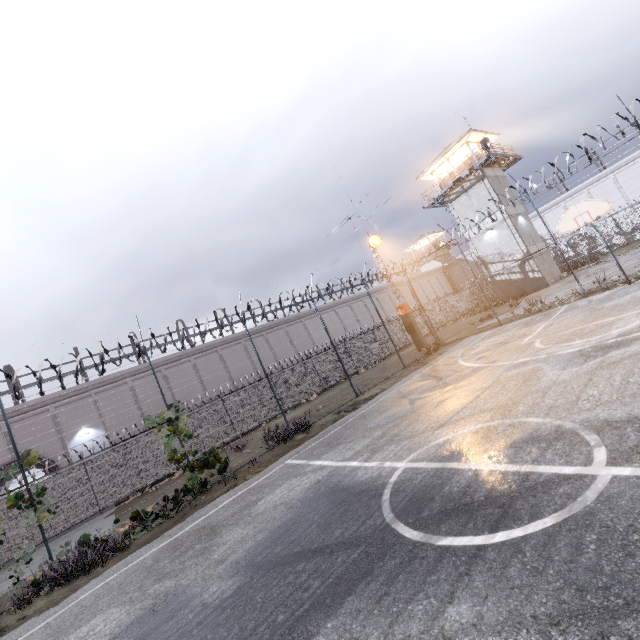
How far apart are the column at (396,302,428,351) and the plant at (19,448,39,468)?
20.7 meters

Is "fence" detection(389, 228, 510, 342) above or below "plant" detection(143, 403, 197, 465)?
below

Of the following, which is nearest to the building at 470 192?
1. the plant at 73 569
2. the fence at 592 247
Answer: the fence at 592 247

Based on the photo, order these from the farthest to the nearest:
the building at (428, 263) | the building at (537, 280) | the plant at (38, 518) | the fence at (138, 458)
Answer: the building at (428, 263) → the building at (537, 280) → the fence at (138, 458) → the plant at (38, 518)

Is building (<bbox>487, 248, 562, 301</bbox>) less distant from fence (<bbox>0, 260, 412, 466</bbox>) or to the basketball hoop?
fence (<bbox>0, 260, 412, 466</bbox>)

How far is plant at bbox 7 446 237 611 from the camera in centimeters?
810cm

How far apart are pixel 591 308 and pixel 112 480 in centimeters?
2393cm

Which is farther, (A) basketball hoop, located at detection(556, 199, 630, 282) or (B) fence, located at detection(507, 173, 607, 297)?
(B) fence, located at detection(507, 173, 607, 297)
